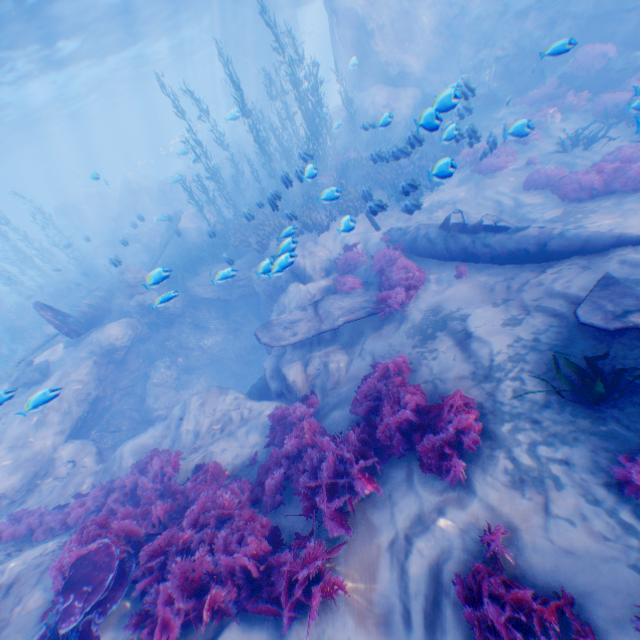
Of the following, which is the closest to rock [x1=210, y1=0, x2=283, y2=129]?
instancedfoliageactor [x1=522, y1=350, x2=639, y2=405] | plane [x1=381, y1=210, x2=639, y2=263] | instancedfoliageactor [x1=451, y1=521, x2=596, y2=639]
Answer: plane [x1=381, y1=210, x2=639, y2=263]

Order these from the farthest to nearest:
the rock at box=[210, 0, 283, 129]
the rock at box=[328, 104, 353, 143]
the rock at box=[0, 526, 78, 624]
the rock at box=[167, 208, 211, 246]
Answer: the rock at box=[210, 0, 283, 129]
the rock at box=[167, 208, 211, 246]
the rock at box=[328, 104, 353, 143]
the rock at box=[0, 526, 78, 624]

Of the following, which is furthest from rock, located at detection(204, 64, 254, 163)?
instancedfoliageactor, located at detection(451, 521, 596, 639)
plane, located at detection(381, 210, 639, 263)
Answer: instancedfoliageactor, located at detection(451, 521, 596, 639)

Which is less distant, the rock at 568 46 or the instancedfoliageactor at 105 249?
the rock at 568 46

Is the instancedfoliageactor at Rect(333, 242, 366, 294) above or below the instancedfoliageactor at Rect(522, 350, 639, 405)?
below

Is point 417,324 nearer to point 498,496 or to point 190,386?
point 498,496

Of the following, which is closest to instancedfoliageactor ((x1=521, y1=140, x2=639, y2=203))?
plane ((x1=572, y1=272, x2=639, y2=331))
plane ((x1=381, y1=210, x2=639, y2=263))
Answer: plane ((x1=381, y1=210, x2=639, y2=263))

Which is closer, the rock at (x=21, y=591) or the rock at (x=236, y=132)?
the rock at (x=21, y=591)
